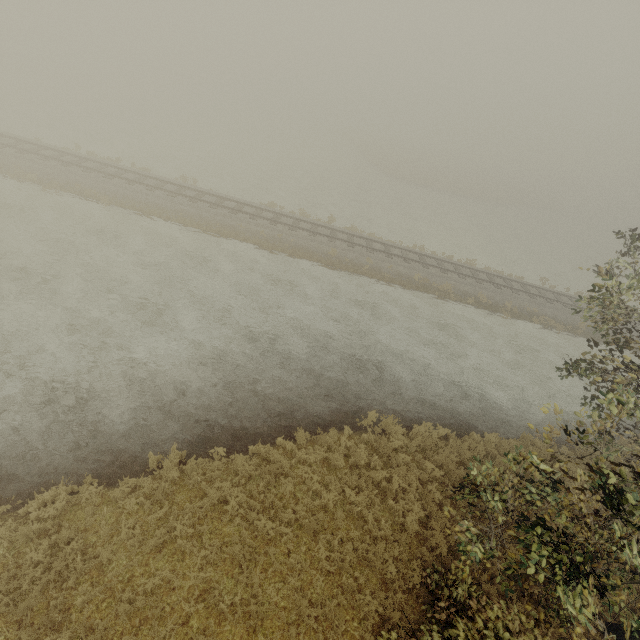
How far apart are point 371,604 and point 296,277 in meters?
15.3
